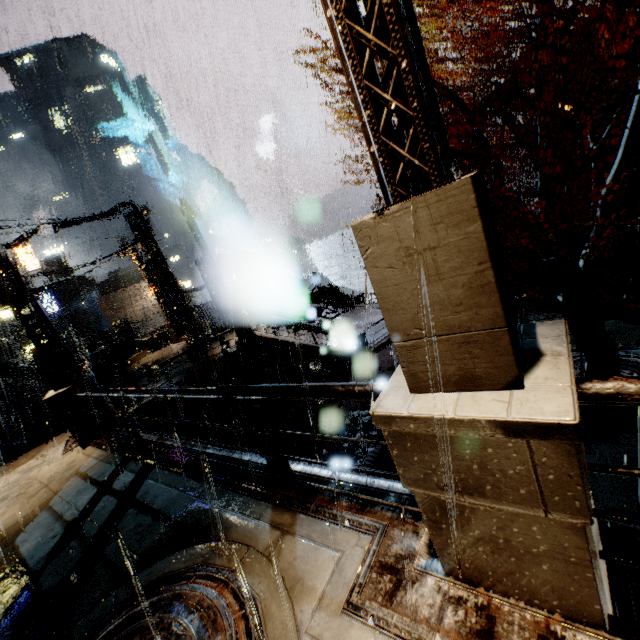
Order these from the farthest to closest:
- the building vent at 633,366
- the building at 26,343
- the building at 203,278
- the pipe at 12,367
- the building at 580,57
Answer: the building at 26,343, the building at 203,278, the pipe at 12,367, the building at 580,57, the building vent at 633,366

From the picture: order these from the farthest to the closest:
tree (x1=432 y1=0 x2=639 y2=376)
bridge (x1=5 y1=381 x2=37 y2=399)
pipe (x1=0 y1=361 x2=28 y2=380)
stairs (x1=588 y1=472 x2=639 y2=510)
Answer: bridge (x1=5 y1=381 x2=37 y2=399) < pipe (x1=0 y1=361 x2=28 y2=380) < tree (x1=432 y1=0 x2=639 y2=376) < stairs (x1=588 y1=472 x2=639 y2=510)

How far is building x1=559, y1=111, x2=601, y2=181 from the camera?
13.3 meters

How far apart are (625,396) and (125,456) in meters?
8.0

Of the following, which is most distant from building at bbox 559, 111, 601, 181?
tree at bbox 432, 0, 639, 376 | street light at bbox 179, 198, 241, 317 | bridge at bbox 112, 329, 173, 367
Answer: tree at bbox 432, 0, 639, 376

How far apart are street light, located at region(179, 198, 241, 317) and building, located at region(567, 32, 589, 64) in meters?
16.8

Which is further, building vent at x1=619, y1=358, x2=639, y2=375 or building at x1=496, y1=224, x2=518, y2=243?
building at x1=496, y1=224, x2=518, y2=243

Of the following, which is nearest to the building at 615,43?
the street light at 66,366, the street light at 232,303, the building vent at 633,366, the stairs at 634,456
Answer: the stairs at 634,456
